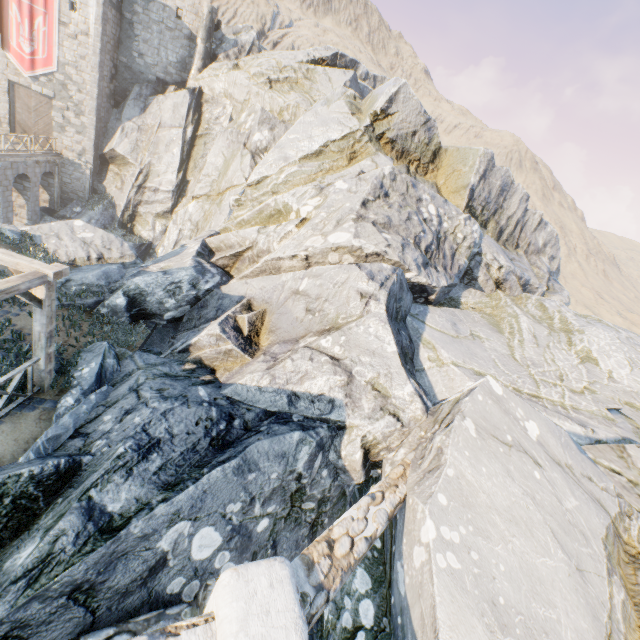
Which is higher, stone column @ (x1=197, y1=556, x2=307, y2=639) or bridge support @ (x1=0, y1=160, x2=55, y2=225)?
stone column @ (x1=197, y1=556, x2=307, y2=639)

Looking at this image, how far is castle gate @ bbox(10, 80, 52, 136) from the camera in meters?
24.8 m

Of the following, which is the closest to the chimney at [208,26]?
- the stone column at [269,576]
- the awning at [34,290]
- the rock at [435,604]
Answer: the rock at [435,604]

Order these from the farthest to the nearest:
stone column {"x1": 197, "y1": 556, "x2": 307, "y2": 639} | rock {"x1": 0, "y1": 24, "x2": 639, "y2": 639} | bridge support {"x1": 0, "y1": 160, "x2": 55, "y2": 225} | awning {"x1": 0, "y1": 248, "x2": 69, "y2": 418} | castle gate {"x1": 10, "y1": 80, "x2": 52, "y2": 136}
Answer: castle gate {"x1": 10, "y1": 80, "x2": 52, "y2": 136}
bridge support {"x1": 0, "y1": 160, "x2": 55, "y2": 225}
awning {"x1": 0, "y1": 248, "x2": 69, "y2": 418}
rock {"x1": 0, "y1": 24, "x2": 639, "y2": 639}
stone column {"x1": 197, "y1": 556, "x2": 307, "y2": 639}

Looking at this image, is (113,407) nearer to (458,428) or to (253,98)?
(458,428)

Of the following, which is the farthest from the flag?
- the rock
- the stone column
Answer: the stone column

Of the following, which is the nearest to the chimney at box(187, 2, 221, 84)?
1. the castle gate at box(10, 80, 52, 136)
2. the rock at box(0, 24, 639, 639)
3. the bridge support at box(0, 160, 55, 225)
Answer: the rock at box(0, 24, 639, 639)

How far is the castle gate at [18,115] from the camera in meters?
24.8
